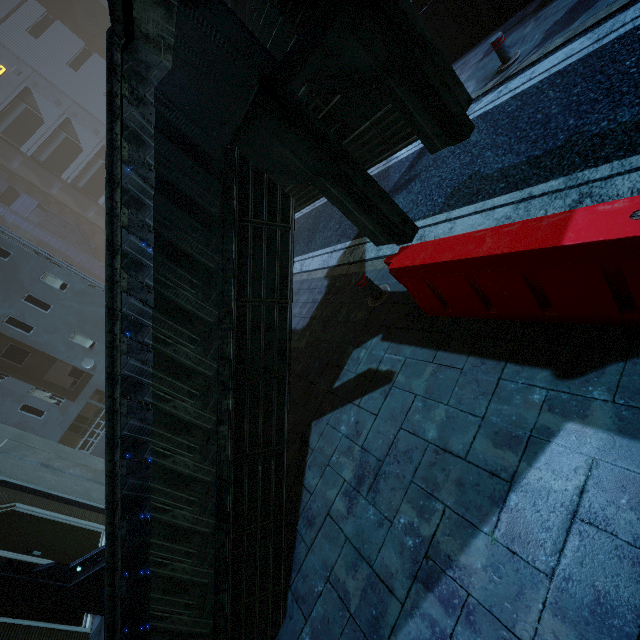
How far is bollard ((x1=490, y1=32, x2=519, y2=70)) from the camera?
6.48m

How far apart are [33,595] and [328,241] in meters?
10.0 m

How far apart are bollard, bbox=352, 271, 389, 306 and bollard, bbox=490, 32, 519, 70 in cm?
555

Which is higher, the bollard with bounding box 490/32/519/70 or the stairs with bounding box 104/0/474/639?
the stairs with bounding box 104/0/474/639

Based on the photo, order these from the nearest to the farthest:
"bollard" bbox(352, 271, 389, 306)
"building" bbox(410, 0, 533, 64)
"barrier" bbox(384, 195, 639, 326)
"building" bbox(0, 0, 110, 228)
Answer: "barrier" bbox(384, 195, 639, 326), "bollard" bbox(352, 271, 389, 306), "building" bbox(410, 0, 533, 64), "building" bbox(0, 0, 110, 228)

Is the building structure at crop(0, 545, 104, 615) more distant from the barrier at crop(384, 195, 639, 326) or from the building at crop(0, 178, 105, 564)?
the barrier at crop(384, 195, 639, 326)

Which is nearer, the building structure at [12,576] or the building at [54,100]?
the building structure at [12,576]

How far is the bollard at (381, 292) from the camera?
5.2 meters
